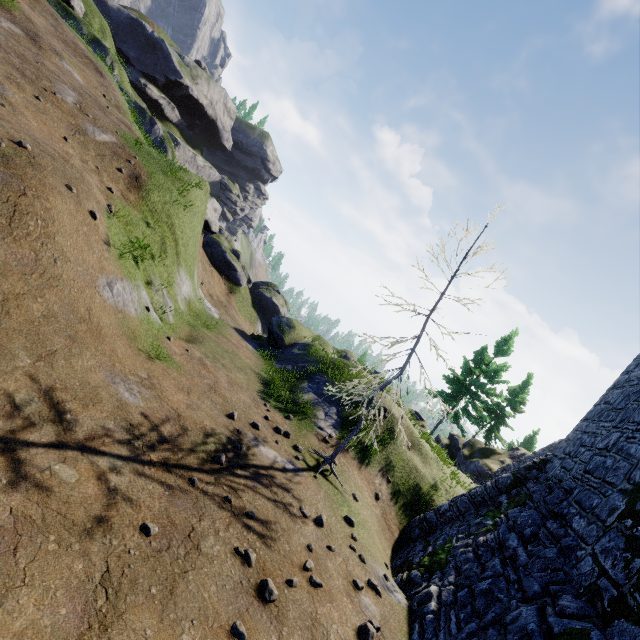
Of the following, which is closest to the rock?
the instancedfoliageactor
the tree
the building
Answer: the tree

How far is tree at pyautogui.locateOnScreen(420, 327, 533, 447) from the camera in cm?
2638

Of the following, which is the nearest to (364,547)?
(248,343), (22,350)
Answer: (22,350)

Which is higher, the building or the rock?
the rock

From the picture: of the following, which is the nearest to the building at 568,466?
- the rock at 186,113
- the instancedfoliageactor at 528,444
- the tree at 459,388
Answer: the tree at 459,388

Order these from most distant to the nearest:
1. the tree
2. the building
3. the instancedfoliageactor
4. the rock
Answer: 1. the rock
2. the instancedfoliageactor
3. the tree
4. the building

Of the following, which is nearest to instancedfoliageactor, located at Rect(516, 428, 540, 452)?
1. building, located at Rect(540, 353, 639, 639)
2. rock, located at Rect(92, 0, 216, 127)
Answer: building, located at Rect(540, 353, 639, 639)

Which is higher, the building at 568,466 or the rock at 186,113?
the rock at 186,113
